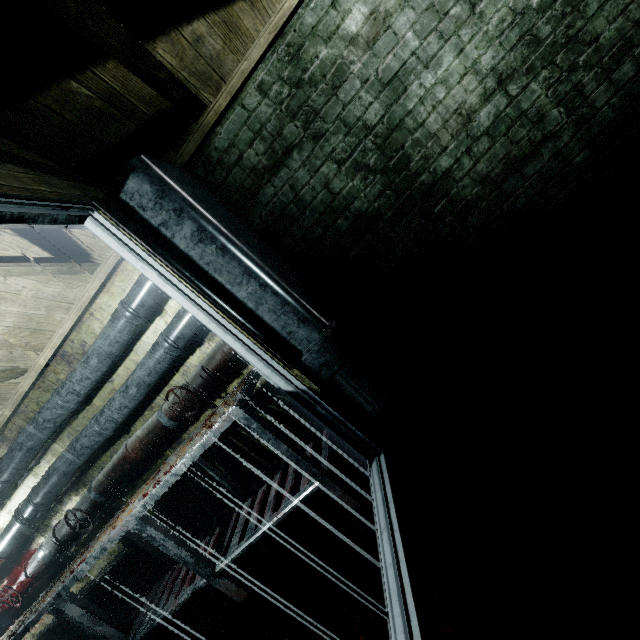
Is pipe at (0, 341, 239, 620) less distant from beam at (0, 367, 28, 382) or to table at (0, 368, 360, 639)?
table at (0, 368, 360, 639)

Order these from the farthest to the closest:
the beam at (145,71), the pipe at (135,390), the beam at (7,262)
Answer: the pipe at (135,390) → the beam at (7,262) → the beam at (145,71)

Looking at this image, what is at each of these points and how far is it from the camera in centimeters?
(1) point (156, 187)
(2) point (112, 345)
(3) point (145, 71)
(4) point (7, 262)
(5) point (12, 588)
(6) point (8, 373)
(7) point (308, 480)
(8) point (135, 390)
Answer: (1) door, 157cm
(2) pipe, 220cm
(3) beam, 144cm
(4) beam, 162cm
(5) pipe, 289cm
(6) beam, 228cm
(7) table, 174cm
(8) pipe, 228cm

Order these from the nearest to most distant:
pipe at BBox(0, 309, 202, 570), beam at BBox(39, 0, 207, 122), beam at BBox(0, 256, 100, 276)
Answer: beam at BBox(39, 0, 207, 122)
beam at BBox(0, 256, 100, 276)
pipe at BBox(0, 309, 202, 570)

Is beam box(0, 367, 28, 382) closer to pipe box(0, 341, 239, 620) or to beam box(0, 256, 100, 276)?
beam box(0, 256, 100, 276)

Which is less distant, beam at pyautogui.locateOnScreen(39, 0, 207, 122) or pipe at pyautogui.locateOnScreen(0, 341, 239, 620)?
beam at pyautogui.locateOnScreen(39, 0, 207, 122)

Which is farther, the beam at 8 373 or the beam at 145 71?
the beam at 8 373

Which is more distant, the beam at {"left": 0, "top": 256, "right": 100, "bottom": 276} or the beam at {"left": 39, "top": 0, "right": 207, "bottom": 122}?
the beam at {"left": 0, "top": 256, "right": 100, "bottom": 276}
